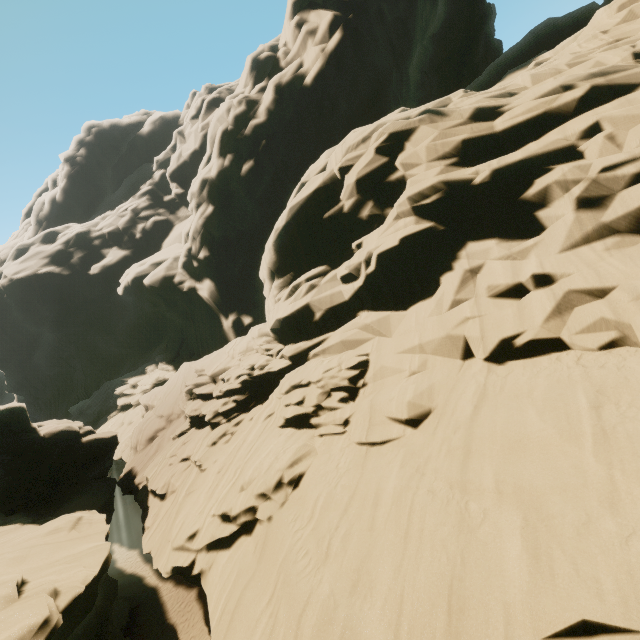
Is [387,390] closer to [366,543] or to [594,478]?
[366,543]
